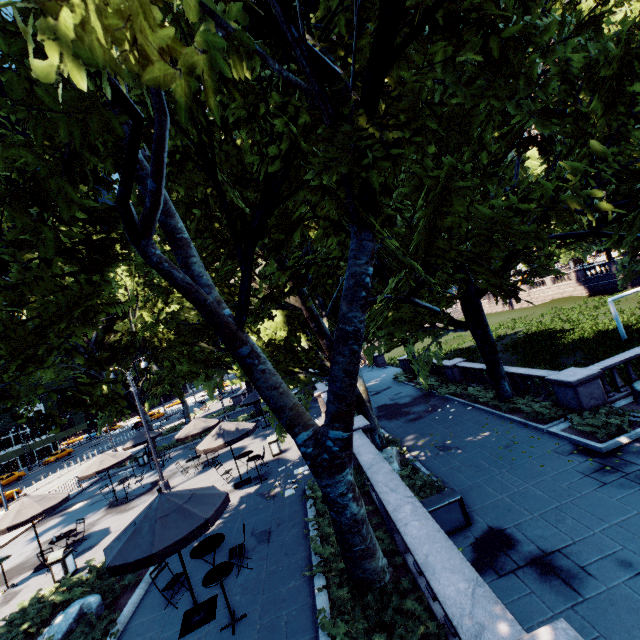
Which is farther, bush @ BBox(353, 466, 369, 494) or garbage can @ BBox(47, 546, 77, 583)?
garbage can @ BBox(47, 546, 77, 583)

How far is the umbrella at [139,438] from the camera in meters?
23.0

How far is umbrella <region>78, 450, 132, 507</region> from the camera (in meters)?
17.72

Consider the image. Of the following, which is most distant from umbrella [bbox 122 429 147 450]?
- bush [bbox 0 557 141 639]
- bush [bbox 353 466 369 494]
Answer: bush [bbox 353 466 369 494]

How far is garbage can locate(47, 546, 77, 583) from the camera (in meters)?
11.54

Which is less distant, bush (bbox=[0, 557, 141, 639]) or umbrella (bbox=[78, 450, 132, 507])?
bush (bbox=[0, 557, 141, 639])

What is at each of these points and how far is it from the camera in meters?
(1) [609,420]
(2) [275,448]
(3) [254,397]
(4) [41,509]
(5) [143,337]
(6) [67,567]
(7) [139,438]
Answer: (1) bush, 11.4 m
(2) garbage can, 17.2 m
(3) umbrella, 24.3 m
(4) umbrella, 13.1 m
(5) tree, 25.4 m
(6) garbage can, 11.7 m
(7) umbrella, 23.5 m

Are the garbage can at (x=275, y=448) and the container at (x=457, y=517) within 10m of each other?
yes
